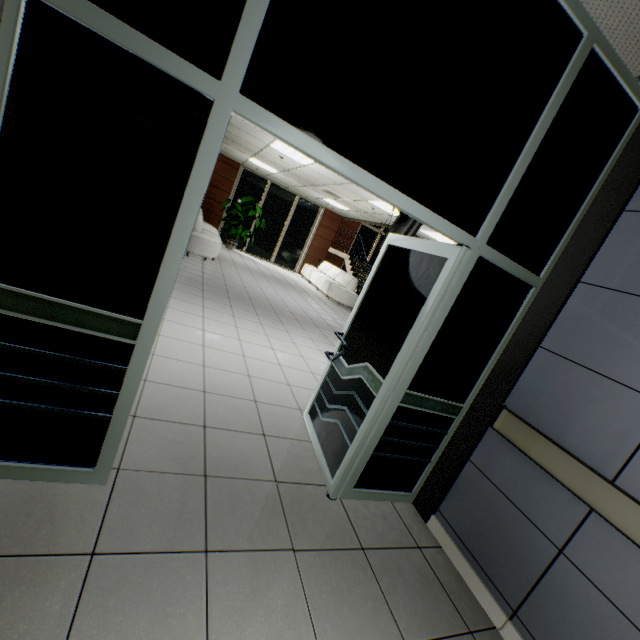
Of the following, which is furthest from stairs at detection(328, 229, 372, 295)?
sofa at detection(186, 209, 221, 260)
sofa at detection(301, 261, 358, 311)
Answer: sofa at detection(186, 209, 221, 260)

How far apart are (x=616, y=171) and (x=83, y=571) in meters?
3.6

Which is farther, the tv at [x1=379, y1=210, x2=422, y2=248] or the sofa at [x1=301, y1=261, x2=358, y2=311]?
the sofa at [x1=301, y1=261, x2=358, y2=311]

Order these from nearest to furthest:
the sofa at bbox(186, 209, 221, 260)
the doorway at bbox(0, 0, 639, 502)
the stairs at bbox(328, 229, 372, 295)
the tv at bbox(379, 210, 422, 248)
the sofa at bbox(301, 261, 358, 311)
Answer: the doorway at bbox(0, 0, 639, 502)
the tv at bbox(379, 210, 422, 248)
the sofa at bbox(186, 209, 221, 260)
the sofa at bbox(301, 261, 358, 311)
the stairs at bbox(328, 229, 372, 295)

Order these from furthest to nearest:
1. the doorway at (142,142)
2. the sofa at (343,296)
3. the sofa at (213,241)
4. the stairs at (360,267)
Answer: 1. the stairs at (360,267)
2. the sofa at (343,296)
3. the sofa at (213,241)
4. the doorway at (142,142)

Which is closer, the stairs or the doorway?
the doorway

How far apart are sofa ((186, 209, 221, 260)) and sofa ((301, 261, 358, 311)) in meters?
4.0 m

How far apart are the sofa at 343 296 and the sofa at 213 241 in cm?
398
